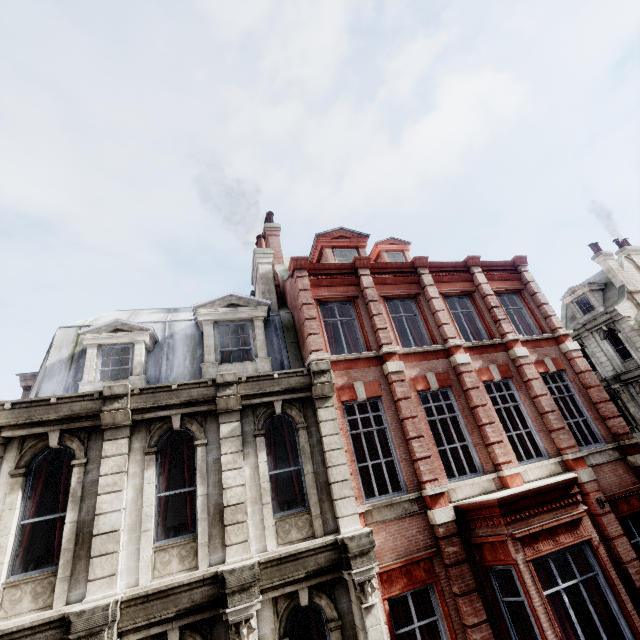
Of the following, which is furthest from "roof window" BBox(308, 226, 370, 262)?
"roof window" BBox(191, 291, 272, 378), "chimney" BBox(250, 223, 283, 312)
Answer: "roof window" BBox(191, 291, 272, 378)

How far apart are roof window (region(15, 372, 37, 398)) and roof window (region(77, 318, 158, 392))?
1.6m

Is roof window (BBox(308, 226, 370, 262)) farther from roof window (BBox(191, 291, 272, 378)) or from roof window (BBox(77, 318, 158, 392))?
roof window (BBox(77, 318, 158, 392))

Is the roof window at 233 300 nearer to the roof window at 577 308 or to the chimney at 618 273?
the roof window at 577 308

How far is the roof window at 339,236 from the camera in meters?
13.9 m

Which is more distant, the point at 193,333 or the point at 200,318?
the point at 193,333

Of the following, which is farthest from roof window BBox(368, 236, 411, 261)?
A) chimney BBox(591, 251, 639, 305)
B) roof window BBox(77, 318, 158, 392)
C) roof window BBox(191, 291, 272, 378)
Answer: chimney BBox(591, 251, 639, 305)

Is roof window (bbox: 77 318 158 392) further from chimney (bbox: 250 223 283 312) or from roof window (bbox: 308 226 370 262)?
roof window (bbox: 308 226 370 262)
